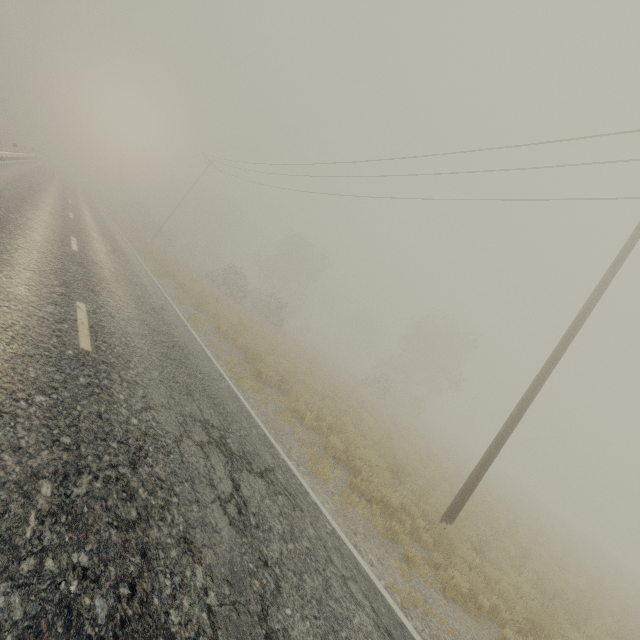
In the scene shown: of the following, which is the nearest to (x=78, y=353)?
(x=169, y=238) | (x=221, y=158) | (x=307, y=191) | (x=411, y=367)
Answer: (x=307, y=191)
